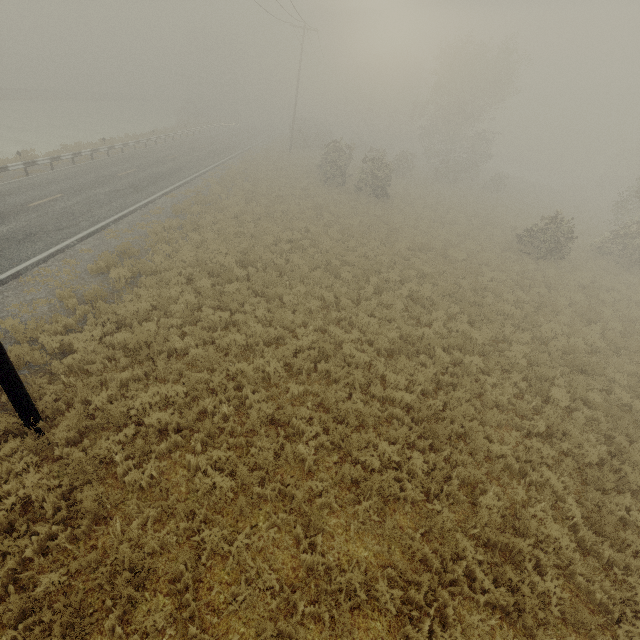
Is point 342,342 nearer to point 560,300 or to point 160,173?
point 560,300
